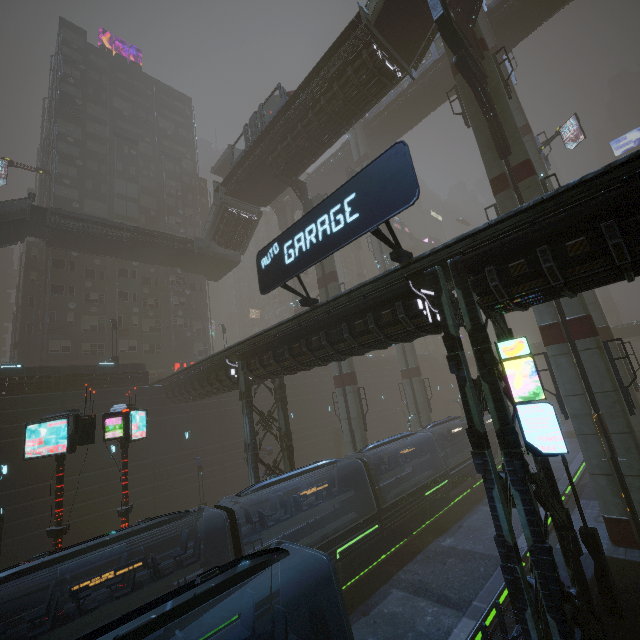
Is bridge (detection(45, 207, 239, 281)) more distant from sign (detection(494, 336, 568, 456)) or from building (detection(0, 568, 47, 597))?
sign (detection(494, 336, 568, 456))

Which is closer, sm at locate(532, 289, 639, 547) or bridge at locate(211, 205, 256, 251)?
sm at locate(532, 289, 639, 547)

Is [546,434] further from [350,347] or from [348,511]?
[348,511]

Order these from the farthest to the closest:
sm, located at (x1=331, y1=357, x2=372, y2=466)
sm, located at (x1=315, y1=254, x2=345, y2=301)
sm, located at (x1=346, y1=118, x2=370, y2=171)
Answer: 1. sm, located at (x1=346, y1=118, x2=370, y2=171)
2. sm, located at (x1=315, y1=254, x2=345, y2=301)
3. sm, located at (x1=331, y1=357, x2=372, y2=466)

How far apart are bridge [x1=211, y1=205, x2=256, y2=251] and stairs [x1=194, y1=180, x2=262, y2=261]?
0.0 meters

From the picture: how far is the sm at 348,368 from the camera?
25.2m

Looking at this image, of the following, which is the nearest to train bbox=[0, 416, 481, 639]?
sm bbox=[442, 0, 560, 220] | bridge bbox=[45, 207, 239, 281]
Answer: sm bbox=[442, 0, 560, 220]

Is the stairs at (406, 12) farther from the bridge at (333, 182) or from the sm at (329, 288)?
the bridge at (333, 182)
